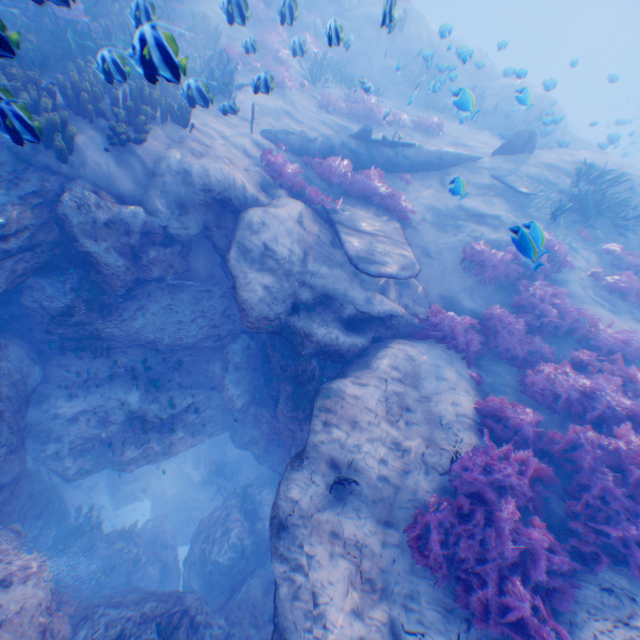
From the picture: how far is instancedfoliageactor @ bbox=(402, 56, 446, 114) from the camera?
10.75m

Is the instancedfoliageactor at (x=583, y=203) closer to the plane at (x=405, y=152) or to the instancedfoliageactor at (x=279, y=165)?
the plane at (x=405, y=152)

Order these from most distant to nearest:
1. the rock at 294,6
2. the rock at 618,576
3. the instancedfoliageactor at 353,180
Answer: the instancedfoliageactor at 353,180 < the rock at 294,6 < the rock at 618,576

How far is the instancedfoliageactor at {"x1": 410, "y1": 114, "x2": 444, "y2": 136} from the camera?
14.1 meters

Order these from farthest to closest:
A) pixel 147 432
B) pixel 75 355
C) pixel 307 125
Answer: pixel 307 125 → pixel 147 432 → pixel 75 355

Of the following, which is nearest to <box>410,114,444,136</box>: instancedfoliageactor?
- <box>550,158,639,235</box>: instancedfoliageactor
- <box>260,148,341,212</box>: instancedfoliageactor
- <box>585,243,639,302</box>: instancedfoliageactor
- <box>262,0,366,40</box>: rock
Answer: <box>262,0,366,40</box>: rock

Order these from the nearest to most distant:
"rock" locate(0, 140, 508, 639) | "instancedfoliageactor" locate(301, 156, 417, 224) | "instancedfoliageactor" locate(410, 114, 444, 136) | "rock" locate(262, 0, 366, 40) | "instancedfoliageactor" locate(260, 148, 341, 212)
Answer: "rock" locate(0, 140, 508, 639) < "rock" locate(262, 0, 366, 40) < "instancedfoliageactor" locate(260, 148, 341, 212) < "instancedfoliageactor" locate(301, 156, 417, 224) < "instancedfoliageactor" locate(410, 114, 444, 136)

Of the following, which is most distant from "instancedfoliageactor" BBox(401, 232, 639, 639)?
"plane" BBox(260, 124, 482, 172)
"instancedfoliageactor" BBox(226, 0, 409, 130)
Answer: "instancedfoliageactor" BBox(226, 0, 409, 130)
